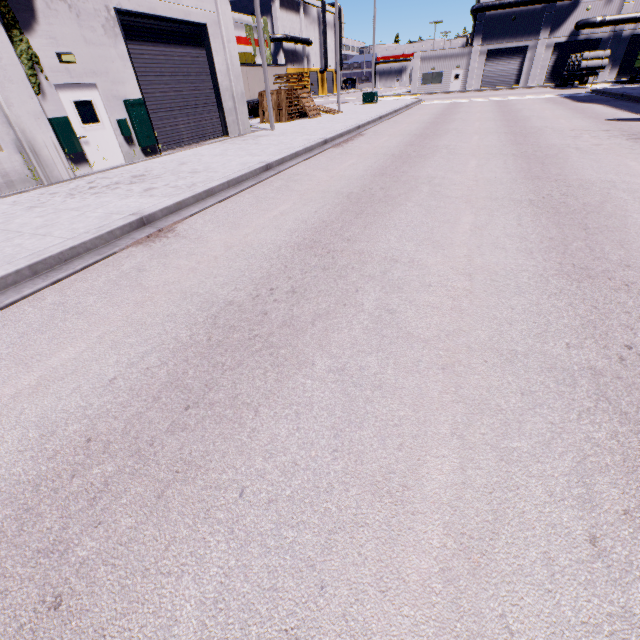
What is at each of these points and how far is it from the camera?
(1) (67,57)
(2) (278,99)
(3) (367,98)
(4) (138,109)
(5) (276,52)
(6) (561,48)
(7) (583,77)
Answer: (1) light, 9.9m
(2) pallet, 21.1m
(3) electrical box, 32.5m
(4) electrical box, 12.2m
(5) building, 58.0m
(6) roll-up door, 42.1m
(7) semi trailer, 39.0m

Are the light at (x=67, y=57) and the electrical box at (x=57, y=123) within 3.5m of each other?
yes

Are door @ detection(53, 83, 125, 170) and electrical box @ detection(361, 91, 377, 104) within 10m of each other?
no

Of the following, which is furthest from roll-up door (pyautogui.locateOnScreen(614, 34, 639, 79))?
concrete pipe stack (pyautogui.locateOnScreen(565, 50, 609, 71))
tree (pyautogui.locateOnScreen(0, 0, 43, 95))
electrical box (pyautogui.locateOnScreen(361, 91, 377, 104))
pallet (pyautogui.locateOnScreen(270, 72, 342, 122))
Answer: electrical box (pyautogui.locateOnScreen(361, 91, 377, 104))

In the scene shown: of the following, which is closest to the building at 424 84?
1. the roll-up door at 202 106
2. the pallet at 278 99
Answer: the roll-up door at 202 106

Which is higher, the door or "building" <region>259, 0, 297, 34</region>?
"building" <region>259, 0, 297, 34</region>

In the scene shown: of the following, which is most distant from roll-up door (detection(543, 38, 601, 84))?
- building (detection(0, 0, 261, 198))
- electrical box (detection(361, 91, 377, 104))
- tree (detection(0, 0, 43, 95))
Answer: electrical box (detection(361, 91, 377, 104))

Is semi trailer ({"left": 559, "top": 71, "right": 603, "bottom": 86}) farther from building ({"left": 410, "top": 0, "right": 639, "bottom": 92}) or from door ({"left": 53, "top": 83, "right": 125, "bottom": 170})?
door ({"left": 53, "top": 83, "right": 125, "bottom": 170})
